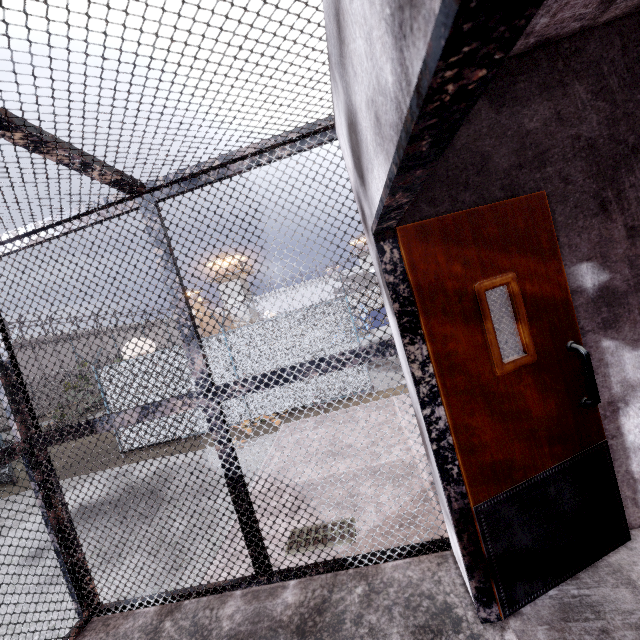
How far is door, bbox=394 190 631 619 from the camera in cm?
168

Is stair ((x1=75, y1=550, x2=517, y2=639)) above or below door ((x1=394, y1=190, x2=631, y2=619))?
below

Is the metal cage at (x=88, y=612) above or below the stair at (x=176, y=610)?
above

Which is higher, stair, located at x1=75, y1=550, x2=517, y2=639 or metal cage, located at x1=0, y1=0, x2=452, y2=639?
metal cage, located at x1=0, y1=0, x2=452, y2=639

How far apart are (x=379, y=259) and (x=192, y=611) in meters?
2.9

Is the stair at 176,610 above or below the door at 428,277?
below
